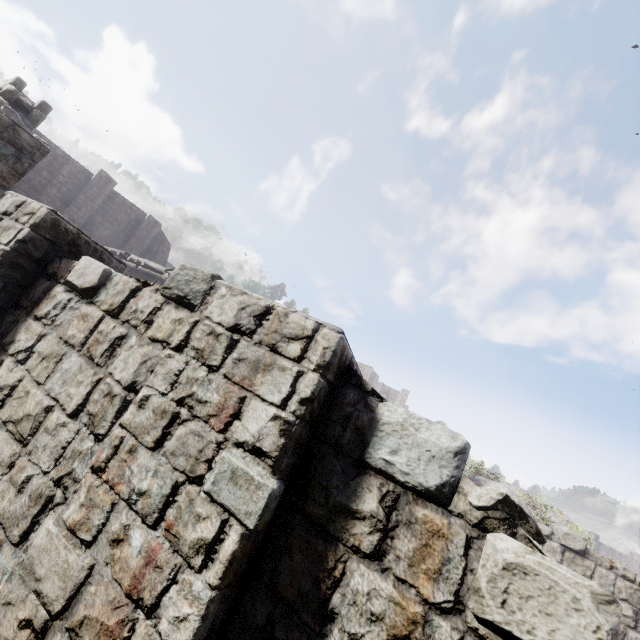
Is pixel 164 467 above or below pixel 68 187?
below
